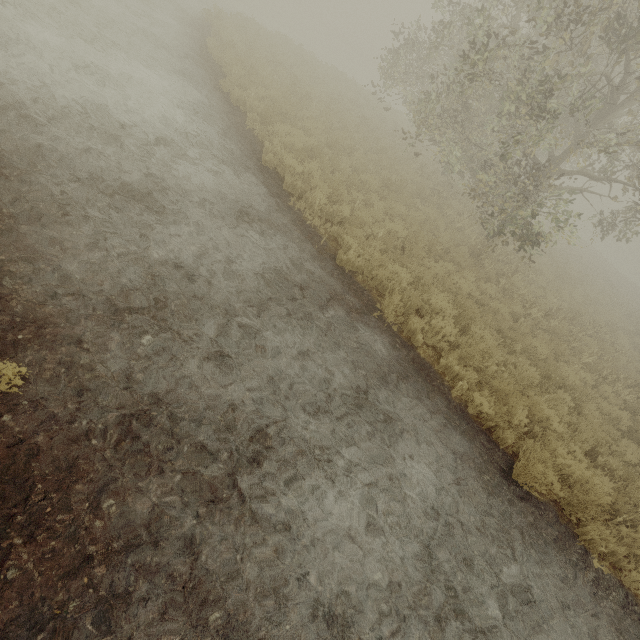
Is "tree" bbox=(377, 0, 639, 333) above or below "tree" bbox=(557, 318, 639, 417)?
above

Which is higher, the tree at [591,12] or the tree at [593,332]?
the tree at [591,12]

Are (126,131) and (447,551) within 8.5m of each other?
no

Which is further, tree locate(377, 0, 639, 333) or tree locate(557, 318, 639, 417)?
tree locate(557, 318, 639, 417)

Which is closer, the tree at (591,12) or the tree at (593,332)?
the tree at (591,12)
